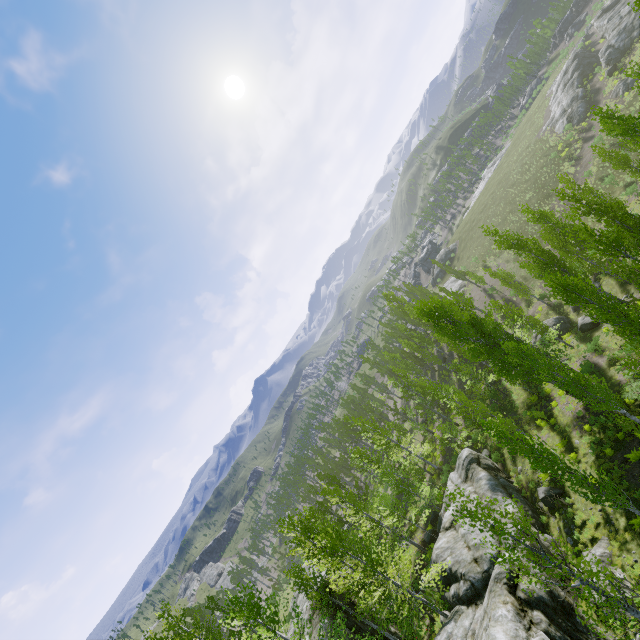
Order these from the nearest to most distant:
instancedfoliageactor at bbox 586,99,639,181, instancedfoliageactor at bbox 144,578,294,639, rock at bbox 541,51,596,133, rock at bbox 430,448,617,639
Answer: rock at bbox 430,448,617,639, instancedfoliageactor at bbox 144,578,294,639, instancedfoliageactor at bbox 586,99,639,181, rock at bbox 541,51,596,133

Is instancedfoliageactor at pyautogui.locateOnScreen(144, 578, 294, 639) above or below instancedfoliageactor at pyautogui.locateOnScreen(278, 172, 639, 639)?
above

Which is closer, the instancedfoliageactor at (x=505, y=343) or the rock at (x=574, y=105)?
the instancedfoliageactor at (x=505, y=343)

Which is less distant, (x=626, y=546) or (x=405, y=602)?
(x=626, y=546)

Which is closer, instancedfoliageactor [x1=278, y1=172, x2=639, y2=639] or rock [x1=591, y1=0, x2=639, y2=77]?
instancedfoliageactor [x1=278, y1=172, x2=639, y2=639]

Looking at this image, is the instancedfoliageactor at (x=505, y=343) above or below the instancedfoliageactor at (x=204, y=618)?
below

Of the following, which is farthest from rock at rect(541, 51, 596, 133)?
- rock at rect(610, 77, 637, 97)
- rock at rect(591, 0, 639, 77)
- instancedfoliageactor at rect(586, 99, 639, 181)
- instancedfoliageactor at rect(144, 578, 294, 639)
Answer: instancedfoliageactor at rect(144, 578, 294, 639)

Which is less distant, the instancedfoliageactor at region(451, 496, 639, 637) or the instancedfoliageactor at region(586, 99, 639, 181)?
the instancedfoliageactor at region(451, 496, 639, 637)
